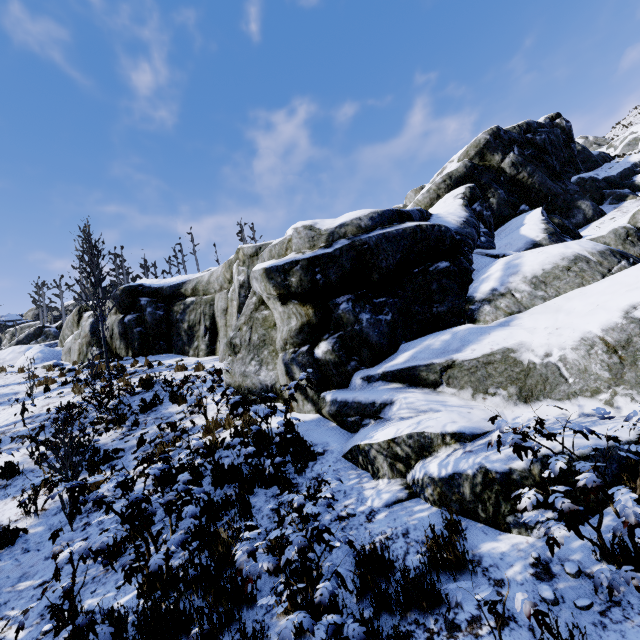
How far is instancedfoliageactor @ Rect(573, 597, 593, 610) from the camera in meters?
2.8 m

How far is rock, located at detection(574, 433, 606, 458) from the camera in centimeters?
403cm

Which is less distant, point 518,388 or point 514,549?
point 514,549

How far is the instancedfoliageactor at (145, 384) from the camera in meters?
11.4 m

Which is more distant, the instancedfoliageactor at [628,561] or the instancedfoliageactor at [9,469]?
the instancedfoliageactor at [9,469]

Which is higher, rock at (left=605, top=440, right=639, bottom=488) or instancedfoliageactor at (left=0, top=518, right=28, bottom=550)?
instancedfoliageactor at (left=0, top=518, right=28, bottom=550)

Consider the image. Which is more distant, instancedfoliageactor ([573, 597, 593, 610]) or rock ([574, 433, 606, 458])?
rock ([574, 433, 606, 458])

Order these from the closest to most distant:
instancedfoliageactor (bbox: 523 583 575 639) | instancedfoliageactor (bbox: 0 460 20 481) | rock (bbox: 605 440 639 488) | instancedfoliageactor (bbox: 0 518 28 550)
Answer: instancedfoliageactor (bbox: 523 583 575 639) < rock (bbox: 605 440 639 488) < instancedfoliageactor (bbox: 0 518 28 550) < instancedfoliageactor (bbox: 0 460 20 481)
